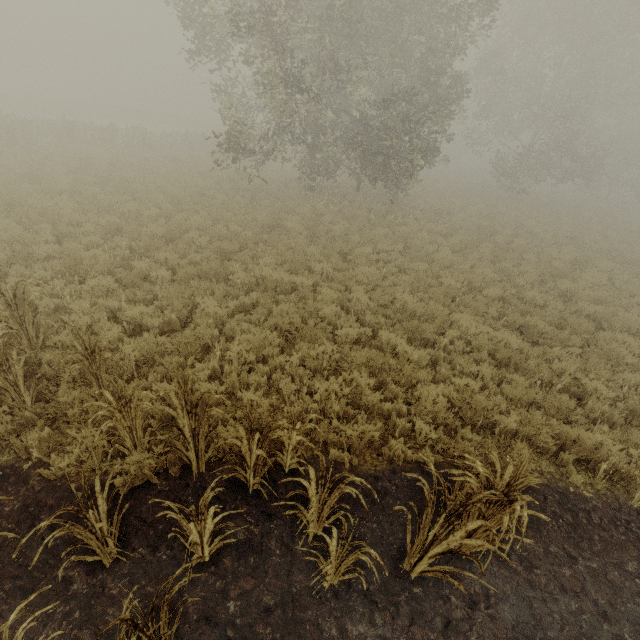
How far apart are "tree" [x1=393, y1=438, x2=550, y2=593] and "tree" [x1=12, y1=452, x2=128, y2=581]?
2.79m

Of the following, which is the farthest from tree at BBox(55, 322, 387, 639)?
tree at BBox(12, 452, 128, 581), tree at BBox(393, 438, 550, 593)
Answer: tree at BBox(393, 438, 550, 593)

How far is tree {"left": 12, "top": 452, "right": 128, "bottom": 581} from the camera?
2.6m

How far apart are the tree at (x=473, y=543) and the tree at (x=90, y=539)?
2.8 meters

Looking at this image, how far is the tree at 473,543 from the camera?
3.0m

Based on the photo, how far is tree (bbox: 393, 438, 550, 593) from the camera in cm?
→ 299

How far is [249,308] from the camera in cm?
820
